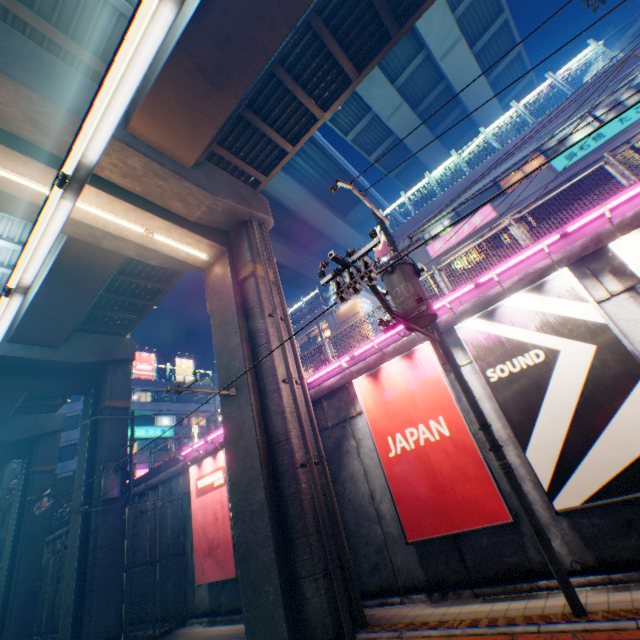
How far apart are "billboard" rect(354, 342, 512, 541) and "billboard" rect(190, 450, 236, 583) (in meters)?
7.06

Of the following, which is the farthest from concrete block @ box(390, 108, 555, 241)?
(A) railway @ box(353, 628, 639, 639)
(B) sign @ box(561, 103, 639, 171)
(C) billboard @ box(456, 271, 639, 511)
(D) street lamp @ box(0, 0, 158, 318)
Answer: (D) street lamp @ box(0, 0, 158, 318)

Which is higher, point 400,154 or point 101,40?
point 400,154

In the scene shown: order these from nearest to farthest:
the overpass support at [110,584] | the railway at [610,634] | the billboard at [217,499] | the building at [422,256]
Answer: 1. the railway at [610,634]
2. the billboard at [217,499]
3. the overpass support at [110,584]
4. the building at [422,256]

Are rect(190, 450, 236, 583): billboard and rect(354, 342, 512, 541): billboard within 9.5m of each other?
yes

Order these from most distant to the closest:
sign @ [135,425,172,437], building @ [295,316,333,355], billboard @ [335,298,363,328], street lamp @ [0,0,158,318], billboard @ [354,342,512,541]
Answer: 1. sign @ [135,425,172,437]
2. building @ [295,316,333,355]
3. billboard @ [335,298,363,328]
4. billboard @ [354,342,512,541]
5. street lamp @ [0,0,158,318]

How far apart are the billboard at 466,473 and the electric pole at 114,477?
13.5 meters

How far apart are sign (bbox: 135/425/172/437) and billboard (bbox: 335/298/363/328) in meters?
25.8
